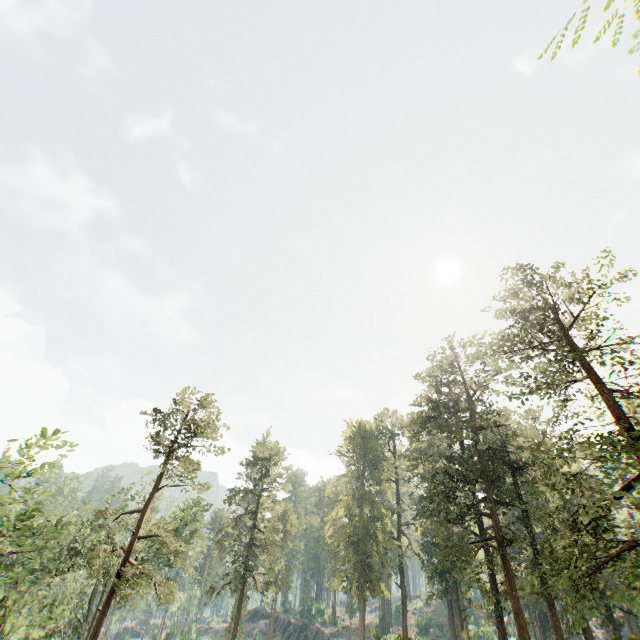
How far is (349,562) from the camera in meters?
39.4 m

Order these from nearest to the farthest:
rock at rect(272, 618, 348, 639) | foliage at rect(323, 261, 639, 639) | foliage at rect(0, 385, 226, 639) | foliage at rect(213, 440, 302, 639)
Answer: foliage at rect(323, 261, 639, 639), foliage at rect(0, 385, 226, 639), foliage at rect(213, 440, 302, 639), rock at rect(272, 618, 348, 639)

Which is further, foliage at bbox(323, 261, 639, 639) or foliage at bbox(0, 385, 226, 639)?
foliage at bbox(0, 385, 226, 639)

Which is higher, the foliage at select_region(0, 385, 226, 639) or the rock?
the foliage at select_region(0, 385, 226, 639)

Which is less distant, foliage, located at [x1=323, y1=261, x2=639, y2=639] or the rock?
foliage, located at [x1=323, y1=261, x2=639, y2=639]

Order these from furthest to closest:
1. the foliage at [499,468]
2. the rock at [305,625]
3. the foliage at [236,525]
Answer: the rock at [305,625] < the foliage at [236,525] < the foliage at [499,468]

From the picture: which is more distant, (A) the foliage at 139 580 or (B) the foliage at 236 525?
(B) the foliage at 236 525
